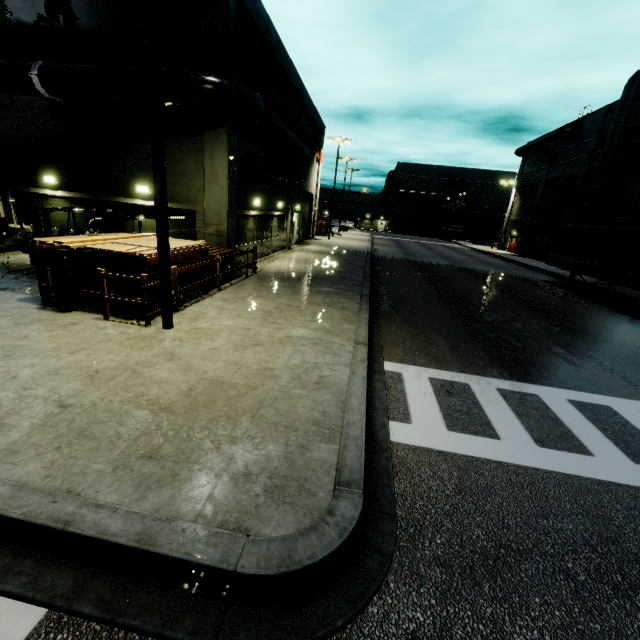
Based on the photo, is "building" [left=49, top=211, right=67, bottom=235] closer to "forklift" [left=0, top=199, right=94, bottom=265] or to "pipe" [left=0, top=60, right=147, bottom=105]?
"pipe" [left=0, top=60, right=147, bottom=105]

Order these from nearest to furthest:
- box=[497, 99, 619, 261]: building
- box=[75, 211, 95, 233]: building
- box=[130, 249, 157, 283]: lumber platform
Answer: box=[130, 249, 157, 283]: lumber platform
box=[75, 211, 95, 233]: building
box=[497, 99, 619, 261]: building

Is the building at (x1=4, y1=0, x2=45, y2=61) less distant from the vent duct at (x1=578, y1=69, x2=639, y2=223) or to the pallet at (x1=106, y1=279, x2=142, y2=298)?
the vent duct at (x1=578, y1=69, x2=639, y2=223)

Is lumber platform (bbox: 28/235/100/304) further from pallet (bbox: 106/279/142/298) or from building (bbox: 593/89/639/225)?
building (bbox: 593/89/639/225)

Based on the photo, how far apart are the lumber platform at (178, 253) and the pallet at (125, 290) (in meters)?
0.17

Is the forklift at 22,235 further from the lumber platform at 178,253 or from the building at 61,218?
the lumber platform at 178,253

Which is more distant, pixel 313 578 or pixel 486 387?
pixel 486 387

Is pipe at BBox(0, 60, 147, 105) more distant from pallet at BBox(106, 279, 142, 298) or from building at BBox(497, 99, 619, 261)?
pallet at BBox(106, 279, 142, 298)
